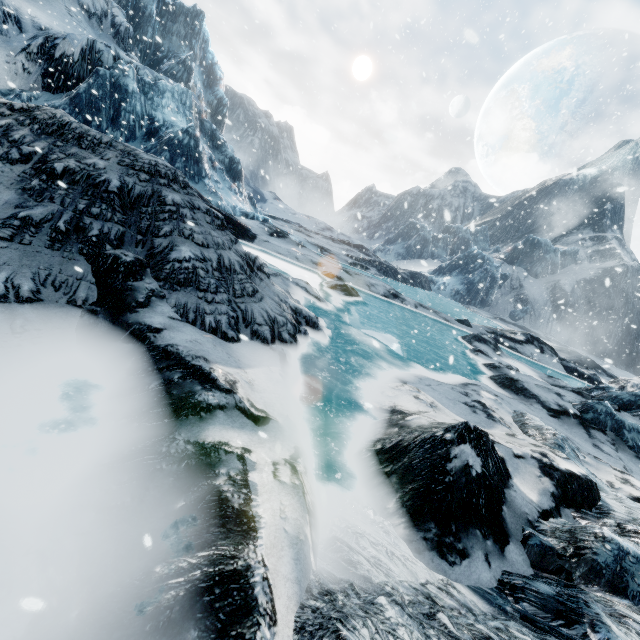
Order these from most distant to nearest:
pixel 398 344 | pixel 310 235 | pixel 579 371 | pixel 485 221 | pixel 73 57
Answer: pixel 485 221
pixel 310 235
pixel 73 57
pixel 579 371
pixel 398 344
